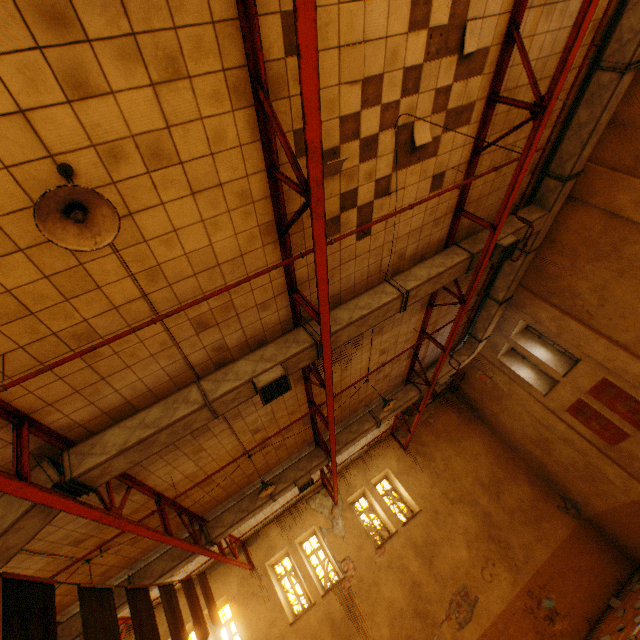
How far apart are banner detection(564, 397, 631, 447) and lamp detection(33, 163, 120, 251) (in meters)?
13.58

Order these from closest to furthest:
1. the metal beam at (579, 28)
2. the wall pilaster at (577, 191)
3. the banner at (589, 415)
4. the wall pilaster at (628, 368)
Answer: the metal beam at (579, 28)
the wall pilaster at (577, 191)
the wall pilaster at (628, 368)
the banner at (589, 415)

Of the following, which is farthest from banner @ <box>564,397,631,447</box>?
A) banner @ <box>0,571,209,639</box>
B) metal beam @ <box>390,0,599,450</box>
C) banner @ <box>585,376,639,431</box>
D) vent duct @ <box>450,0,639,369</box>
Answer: banner @ <box>0,571,209,639</box>

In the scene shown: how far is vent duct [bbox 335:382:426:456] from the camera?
10.4 meters

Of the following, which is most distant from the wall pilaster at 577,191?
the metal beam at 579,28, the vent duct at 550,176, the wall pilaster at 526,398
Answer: the wall pilaster at 526,398

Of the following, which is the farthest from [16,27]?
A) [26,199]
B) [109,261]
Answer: [109,261]

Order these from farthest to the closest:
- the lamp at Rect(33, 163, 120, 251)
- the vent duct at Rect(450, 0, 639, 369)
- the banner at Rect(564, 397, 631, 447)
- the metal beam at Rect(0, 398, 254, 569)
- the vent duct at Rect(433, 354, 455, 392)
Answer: the vent duct at Rect(433, 354, 455, 392) < the banner at Rect(564, 397, 631, 447) < the vent duct at Rect(450, 0, 639, 369) < the metal beam at Rect(0, 398, 254, 569) < the lamp at Rect(33, 163, 120, 251)

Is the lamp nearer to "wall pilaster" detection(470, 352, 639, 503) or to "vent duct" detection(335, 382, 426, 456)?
"vent duct" detection(335, 382, 426, 456)
